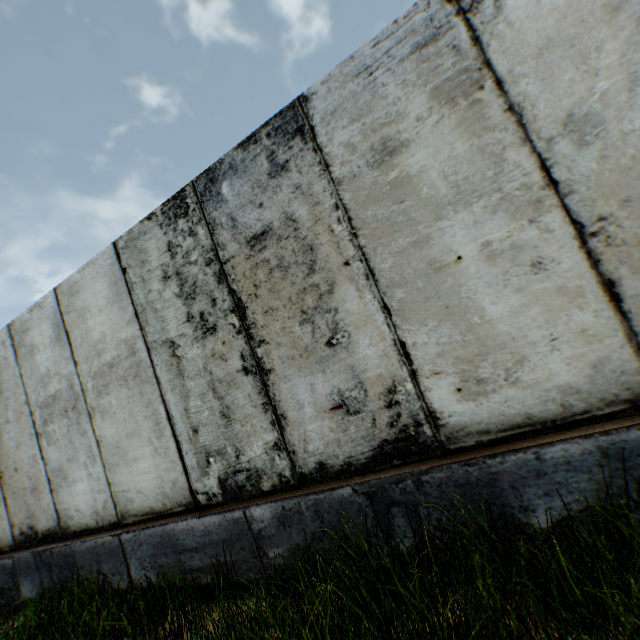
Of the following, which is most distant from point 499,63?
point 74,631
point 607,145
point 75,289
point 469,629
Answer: point 74,631
